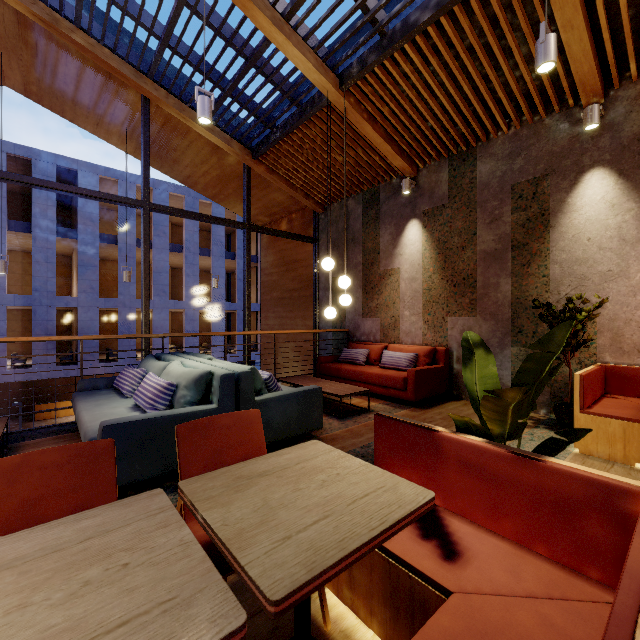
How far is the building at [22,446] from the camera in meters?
3.4

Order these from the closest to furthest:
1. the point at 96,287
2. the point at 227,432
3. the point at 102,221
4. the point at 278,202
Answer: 1. the point at 227,432
2. the point at 278,202
3. the point at 96,287
4. the point at 102,221

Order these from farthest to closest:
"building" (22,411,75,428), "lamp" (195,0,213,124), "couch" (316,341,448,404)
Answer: "building" (22,411,75,428)
"couch" (316,341,448,404)
"lamp" (195,0,213,124)

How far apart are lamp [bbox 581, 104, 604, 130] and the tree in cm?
404

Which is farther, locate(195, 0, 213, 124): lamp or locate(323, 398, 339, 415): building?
locate(323, 398, 339, 415): building

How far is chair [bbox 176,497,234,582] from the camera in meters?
1.1

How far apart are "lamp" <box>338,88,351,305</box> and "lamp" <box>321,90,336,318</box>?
0.1 meters

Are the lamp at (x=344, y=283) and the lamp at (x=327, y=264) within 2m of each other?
yes
